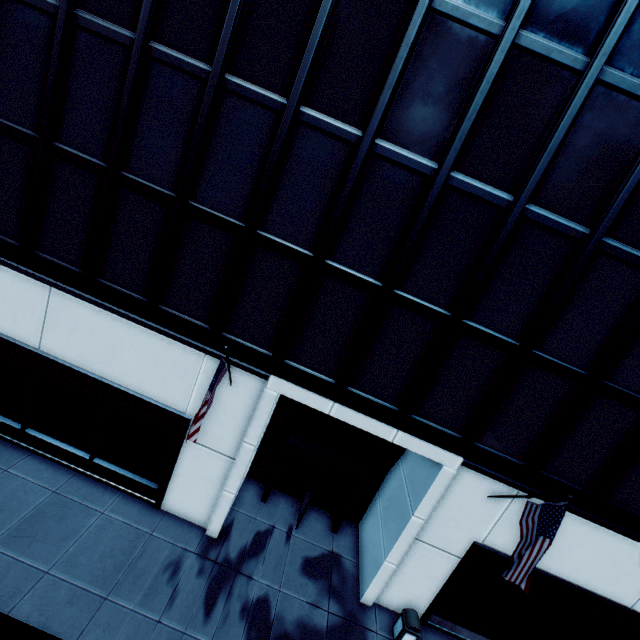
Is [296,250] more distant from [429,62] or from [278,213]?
[429,62]

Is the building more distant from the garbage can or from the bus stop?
the bus stop

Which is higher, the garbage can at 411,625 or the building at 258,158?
the building at 258,158

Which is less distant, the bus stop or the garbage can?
the bus stop

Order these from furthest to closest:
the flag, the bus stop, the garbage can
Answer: the garbage can
the flag
the bus stop

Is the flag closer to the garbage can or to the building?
the building

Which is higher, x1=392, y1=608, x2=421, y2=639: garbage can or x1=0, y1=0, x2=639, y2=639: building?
x1=0, y1=0, x2=639, y2=639: building

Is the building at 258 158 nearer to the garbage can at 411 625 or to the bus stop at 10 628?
the garbage can at 411 625
